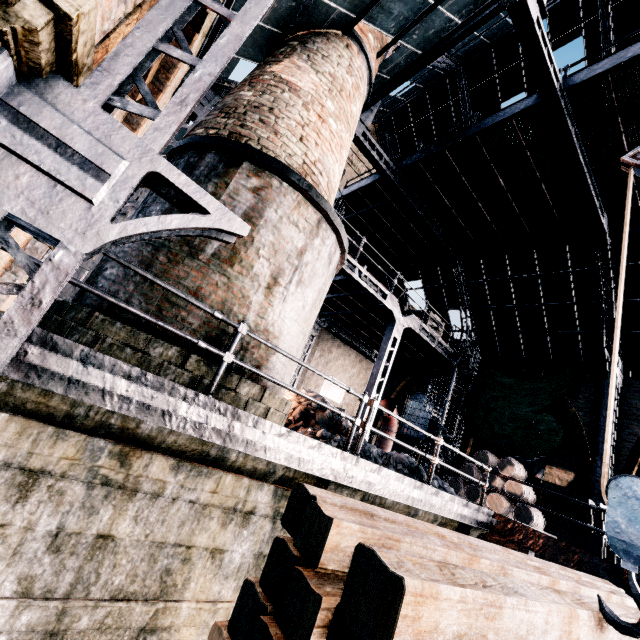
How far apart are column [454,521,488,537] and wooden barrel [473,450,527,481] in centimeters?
437cm

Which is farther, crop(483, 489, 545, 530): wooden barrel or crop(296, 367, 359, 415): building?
crop(296, 367, 359, 415): building

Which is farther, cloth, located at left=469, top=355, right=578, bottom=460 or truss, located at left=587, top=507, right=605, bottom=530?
cloth, located at left=469, top=355, right=578, bottom=460

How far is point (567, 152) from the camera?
10.2 meters

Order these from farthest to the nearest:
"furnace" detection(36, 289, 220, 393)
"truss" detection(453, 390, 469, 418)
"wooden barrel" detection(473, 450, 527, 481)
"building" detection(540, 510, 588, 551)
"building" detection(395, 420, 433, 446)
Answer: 1. "building" detection(395, 420, 433, 446)
2. "truss" detection(453, 390, 469, 418)
3. "wooden barrel" detection(473, 450, 527, 481)
4. "building" detection(540, 510, 588, 551)
5. "furnace" detection(36, 289, 220, 393)

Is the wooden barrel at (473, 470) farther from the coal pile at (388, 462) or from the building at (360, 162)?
the coal pile at (388, 462)

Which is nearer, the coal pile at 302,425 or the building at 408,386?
the coal pile at 302,425
